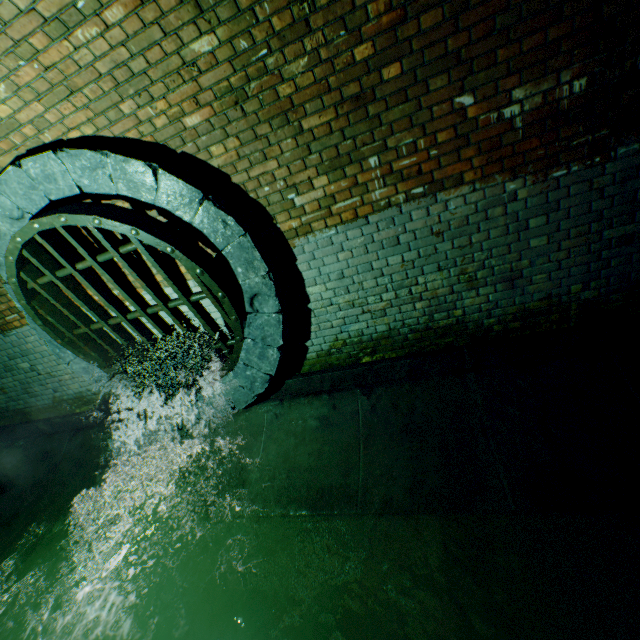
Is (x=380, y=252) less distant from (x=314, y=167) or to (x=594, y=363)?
(x=314, y=167)

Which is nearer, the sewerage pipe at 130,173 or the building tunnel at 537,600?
the building tunnel at 537,600

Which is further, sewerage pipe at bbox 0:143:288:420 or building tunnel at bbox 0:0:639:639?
sewerage pipe at bbox 0:143:288:420

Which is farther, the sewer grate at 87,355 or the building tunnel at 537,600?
the sewer grate at 87,355

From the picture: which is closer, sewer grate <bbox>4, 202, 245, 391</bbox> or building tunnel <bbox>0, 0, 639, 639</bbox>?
building tunnel <bbox>0, 0, 639, 639</bbox>
